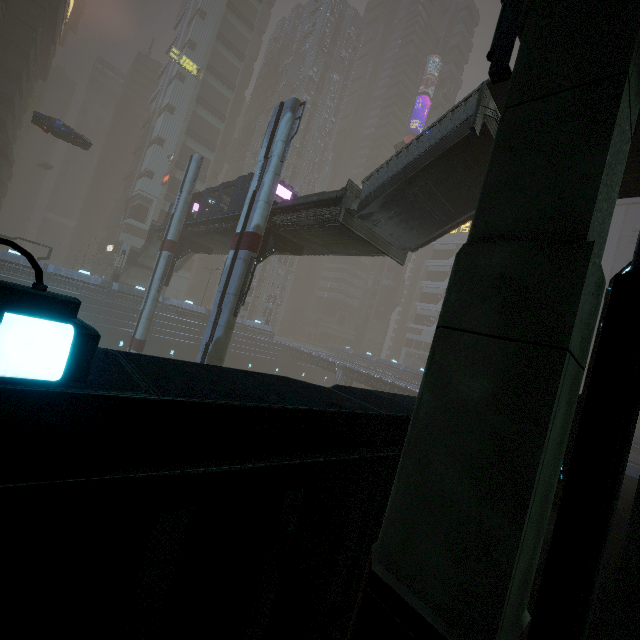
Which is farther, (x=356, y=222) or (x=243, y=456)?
(x=356, y=222)

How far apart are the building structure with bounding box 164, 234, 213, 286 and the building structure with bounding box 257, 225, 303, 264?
13.3 meters

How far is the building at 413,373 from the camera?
53.1m

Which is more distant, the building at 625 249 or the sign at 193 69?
the building at 625 249

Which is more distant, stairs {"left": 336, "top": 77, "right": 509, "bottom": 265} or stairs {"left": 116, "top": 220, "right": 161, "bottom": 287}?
stairs {"left": 116, "top": 220, "right": 161, "bottom": 287}

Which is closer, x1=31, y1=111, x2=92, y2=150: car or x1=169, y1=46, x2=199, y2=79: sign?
x1=31, y1=111, x2=92, y2=150: car

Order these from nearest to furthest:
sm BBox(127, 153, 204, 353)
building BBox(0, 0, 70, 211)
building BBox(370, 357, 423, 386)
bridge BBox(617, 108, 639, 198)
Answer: bridge BBox(617, 108, 639, 198)
sm BBox(127, 153, 204, 353)
building BBox(0, 0, 70, 211)
building BBox(370, 357, 423, 386)

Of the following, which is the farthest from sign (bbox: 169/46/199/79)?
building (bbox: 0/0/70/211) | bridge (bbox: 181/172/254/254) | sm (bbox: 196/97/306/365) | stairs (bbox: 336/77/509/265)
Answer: stairs (bbox: 336/77/509/265)
